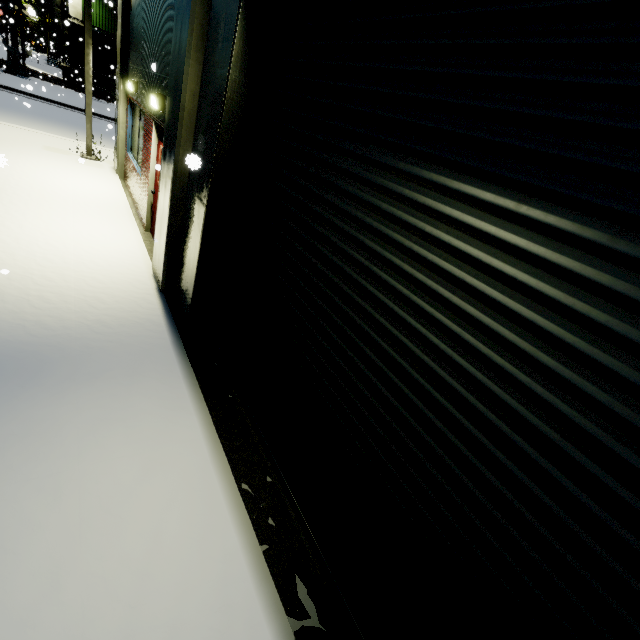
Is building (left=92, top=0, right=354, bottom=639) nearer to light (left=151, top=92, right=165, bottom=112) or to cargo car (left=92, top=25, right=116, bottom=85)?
light (left=151, top=92, right=165, bottom=112)

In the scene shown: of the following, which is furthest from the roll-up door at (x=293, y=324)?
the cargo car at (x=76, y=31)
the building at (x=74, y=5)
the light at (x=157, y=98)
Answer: the light at (x=157, y=98)

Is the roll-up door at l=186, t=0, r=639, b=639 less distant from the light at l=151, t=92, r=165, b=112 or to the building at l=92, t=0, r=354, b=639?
the building at l=92, t=0, r=354, b=639

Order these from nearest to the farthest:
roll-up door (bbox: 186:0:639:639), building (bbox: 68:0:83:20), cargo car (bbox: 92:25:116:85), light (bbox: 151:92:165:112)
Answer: roll-up door (bbox: 186:0:639:639), light (bbox: 151:92:165:112), cargo car (bbox: 92:25:116:85), building (bbox: 68:0:83:20)

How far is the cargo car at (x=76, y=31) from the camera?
27.80m

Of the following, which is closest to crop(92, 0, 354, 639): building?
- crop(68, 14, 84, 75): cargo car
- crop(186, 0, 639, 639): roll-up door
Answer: crop(186, 0, 639, 639): roll-up door

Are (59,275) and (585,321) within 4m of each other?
no
